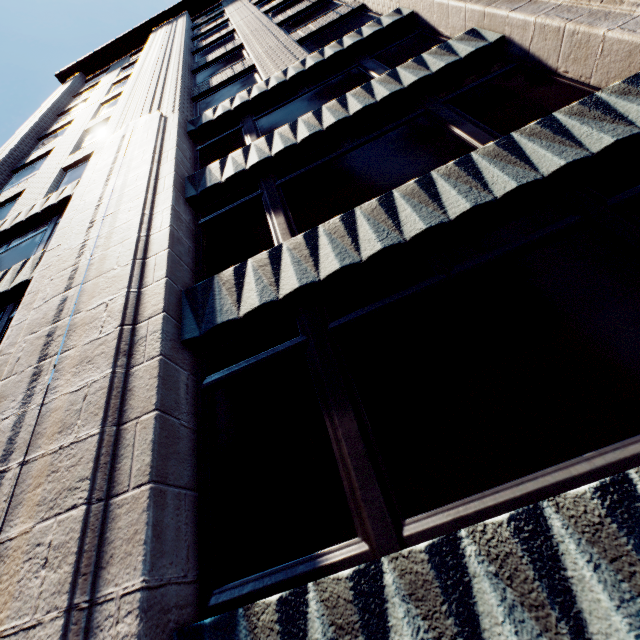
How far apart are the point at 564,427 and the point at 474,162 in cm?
342
